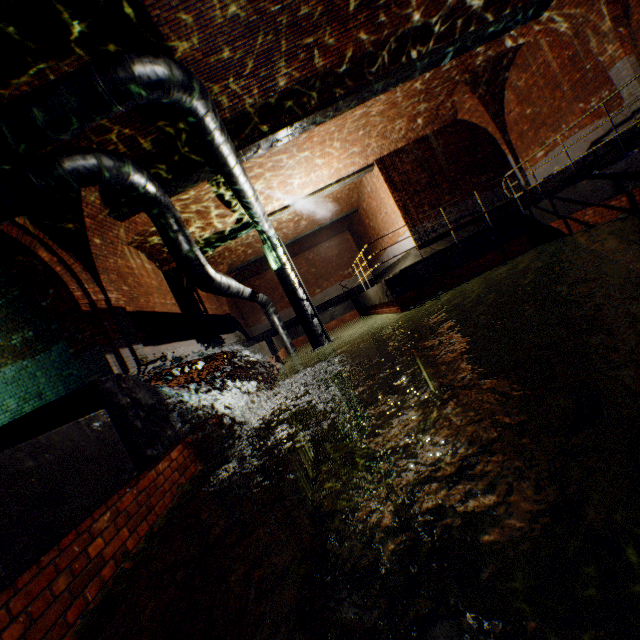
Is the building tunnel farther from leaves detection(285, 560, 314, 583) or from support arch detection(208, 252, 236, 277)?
support arch detection(208, 252, 236, 277)

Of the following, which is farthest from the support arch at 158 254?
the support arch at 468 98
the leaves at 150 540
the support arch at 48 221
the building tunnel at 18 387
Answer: the support arch at 468 98

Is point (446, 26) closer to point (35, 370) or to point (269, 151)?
point (269, 151)

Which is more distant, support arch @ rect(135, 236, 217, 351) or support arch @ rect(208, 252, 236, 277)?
support arch @ rect(208, 252, 236, 277)

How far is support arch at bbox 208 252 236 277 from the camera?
15.9m

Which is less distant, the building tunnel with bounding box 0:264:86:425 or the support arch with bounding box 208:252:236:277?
the building tunnel with bounding box 0:264:86:425

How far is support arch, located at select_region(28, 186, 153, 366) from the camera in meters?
6.8 m

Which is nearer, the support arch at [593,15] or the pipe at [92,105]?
the pipe at [92,105]
